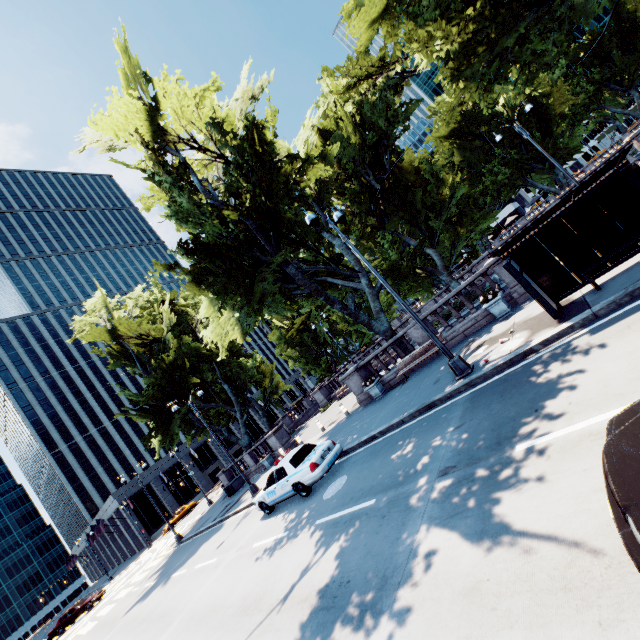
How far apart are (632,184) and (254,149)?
13.1m

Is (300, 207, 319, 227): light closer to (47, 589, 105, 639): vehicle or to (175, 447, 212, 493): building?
(47, 589, 105, 639): vehicle

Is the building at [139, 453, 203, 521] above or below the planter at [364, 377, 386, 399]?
above

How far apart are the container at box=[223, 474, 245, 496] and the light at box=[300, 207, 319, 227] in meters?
23.8

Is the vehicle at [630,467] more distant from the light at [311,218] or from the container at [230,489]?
the container at [230,489]

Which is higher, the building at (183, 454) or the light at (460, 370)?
the building at (183, 454)

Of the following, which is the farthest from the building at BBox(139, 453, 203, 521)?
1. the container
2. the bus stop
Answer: the bus stop

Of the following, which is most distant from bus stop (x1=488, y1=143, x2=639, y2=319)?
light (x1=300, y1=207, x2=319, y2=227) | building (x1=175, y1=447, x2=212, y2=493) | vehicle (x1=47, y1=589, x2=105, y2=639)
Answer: building (x1=175, y1=447, x2=212, y2=493)
